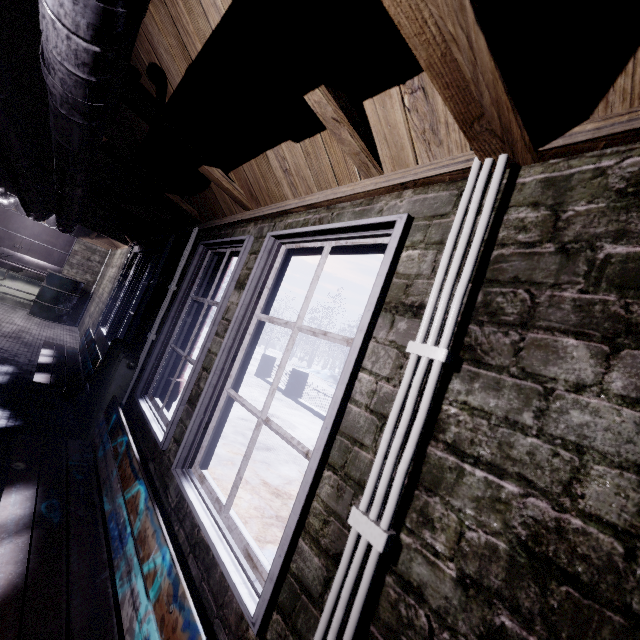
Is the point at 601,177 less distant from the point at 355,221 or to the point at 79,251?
the point at 355,221

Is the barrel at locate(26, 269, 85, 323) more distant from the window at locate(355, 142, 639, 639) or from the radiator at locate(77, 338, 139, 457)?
the radiator at locate(77, 338, 139, 457)

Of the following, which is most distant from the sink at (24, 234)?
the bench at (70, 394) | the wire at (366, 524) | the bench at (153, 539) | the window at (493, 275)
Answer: the wire at (366, 524)

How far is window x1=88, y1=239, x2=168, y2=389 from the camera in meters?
3.6 m

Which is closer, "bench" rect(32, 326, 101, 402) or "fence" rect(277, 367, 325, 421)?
"bench" rect(32, 326, 101, 402)

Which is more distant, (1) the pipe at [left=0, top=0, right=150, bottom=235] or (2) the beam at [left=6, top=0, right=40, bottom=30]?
(2) the beam at [left=6, top=0, right=40, bottom=30]

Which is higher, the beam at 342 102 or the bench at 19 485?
the beam at 342 102

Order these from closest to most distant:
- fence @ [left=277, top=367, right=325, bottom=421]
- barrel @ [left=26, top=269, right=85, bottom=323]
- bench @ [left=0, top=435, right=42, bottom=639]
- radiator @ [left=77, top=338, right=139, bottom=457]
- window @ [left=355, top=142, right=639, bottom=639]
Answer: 1. window @ [left=355, top=142, right=639, bottom=639]
2. bench @ [left=0, top=435, right=42, bottom=639]
3. radiator @ [left=77, top=338, right=139, bottom=457]
4. barrel @ [left=26, top=269, right=85, bottom=323]
5. fence @ [left=277, top=367, right=325, bottom=421]
